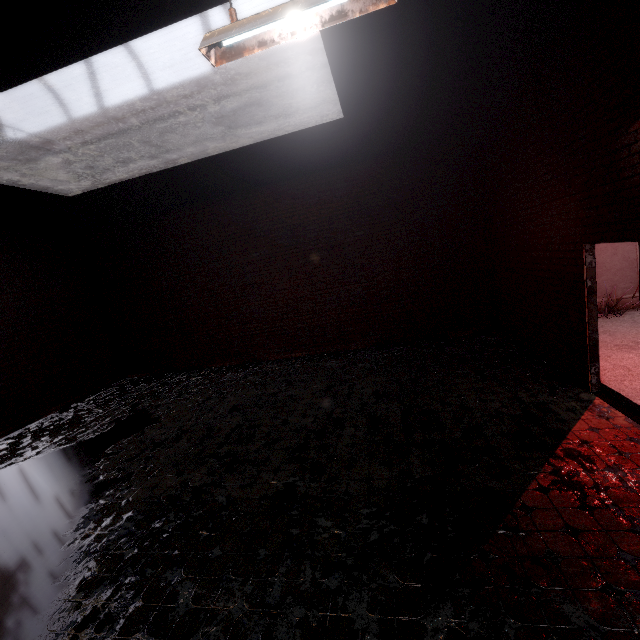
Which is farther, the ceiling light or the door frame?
the door frame

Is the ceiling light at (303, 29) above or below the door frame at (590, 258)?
above

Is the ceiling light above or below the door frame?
above

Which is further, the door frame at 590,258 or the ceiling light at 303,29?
the door frame at 590,258

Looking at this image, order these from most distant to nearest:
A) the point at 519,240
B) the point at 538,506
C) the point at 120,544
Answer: the point at 519,240
the point at 120,544
the point at 538,506

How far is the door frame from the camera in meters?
4.4
